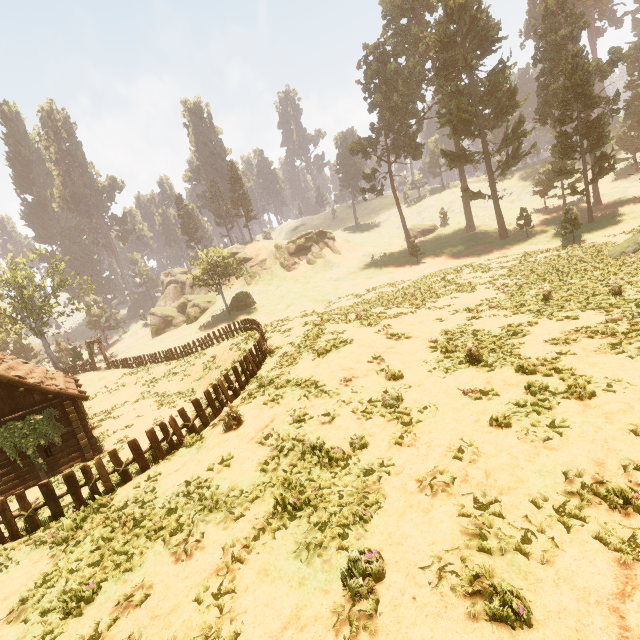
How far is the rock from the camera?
57.34m

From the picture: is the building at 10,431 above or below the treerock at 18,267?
below

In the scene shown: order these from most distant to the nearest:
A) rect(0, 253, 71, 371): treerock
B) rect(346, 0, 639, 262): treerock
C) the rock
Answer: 1. the rock
2. rect(0, 253, 71, 371): treerock
3. rect(346, 0, 639, 262): treerock

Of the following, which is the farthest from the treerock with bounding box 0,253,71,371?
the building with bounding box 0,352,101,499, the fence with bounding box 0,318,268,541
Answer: the fence with bounding box 0,318,268,541

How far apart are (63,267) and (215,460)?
47.11m

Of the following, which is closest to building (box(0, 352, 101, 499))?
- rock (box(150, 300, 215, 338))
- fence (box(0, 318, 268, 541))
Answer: fence (box(0, 318, 268, 541))

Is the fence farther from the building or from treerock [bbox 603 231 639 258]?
treerock [bbox 603 231 639 258]

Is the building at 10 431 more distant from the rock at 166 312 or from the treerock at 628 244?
the rock at 166 312
